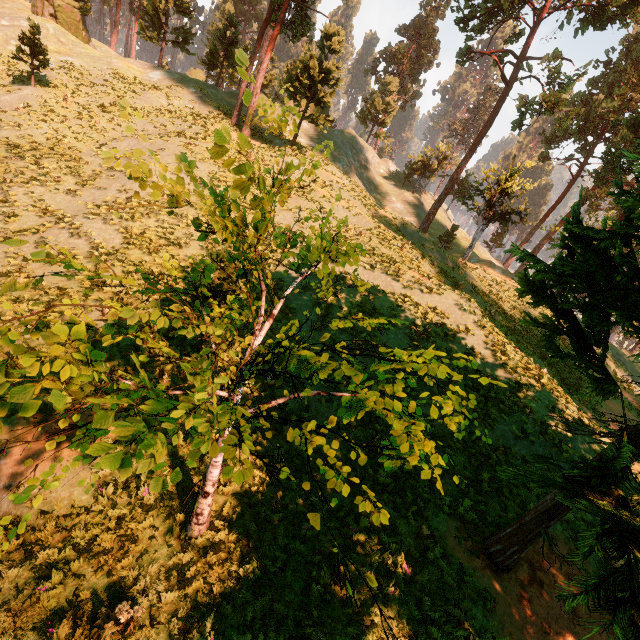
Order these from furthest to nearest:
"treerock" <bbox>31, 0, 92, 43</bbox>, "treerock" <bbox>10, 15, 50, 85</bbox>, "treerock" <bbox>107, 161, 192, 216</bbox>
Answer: "treerock" <bbox>31, 0, 92, 43</bbox> < "treerock" <bbox>10, 15, 50, 85</bbox> < "treerock" <bbox>107, 161, 192, 216</bbox>

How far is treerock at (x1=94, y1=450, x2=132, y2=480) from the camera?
2.2m

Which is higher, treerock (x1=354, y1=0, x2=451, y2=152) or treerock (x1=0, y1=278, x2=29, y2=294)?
treerock (x1=354, y1=0, x2=451, y2=152)

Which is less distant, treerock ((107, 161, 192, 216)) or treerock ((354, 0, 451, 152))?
treerock ((107, 161, 192, 216))

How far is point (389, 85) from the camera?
47.5 meters

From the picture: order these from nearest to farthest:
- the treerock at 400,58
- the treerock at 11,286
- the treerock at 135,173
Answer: the treerock at 11,286, the treerock at 135,173, the treerock at 400,58

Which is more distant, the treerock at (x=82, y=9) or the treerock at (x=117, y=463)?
the treerock at (x=82, y=9)
